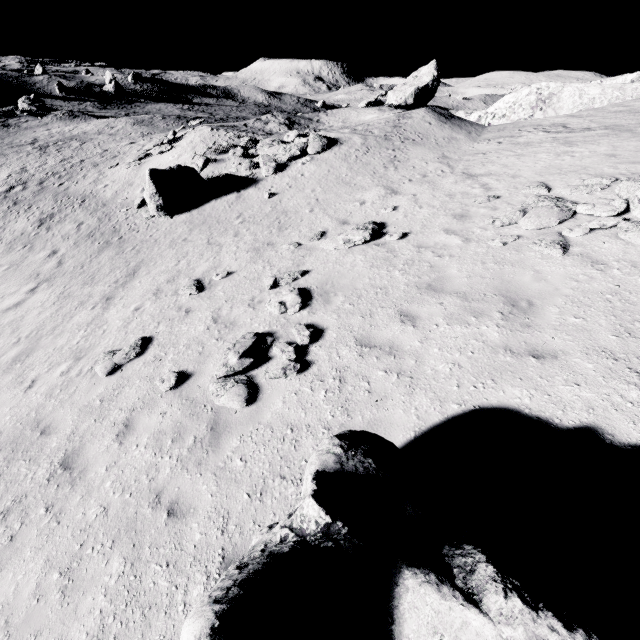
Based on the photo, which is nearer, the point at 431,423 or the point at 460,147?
the point at 431,423

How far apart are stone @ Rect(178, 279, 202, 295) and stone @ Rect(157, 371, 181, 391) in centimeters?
355cm

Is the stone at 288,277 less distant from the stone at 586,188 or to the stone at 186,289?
the stone at 186,289

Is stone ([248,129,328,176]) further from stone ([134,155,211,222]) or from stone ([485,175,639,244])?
stone ([485,175,639,244])

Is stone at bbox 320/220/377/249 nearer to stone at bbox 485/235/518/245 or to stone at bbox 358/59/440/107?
stone at bbox 485/235/518/245

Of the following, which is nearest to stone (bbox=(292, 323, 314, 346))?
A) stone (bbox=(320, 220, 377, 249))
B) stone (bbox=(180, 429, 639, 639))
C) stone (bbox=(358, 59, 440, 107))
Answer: stone (bbox=(180, 429, 639, 639))

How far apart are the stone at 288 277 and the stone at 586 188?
7.82m

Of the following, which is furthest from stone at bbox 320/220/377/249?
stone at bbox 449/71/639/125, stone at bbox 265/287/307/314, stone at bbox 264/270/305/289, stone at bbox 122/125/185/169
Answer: stone at bbox 122/125/185/169
